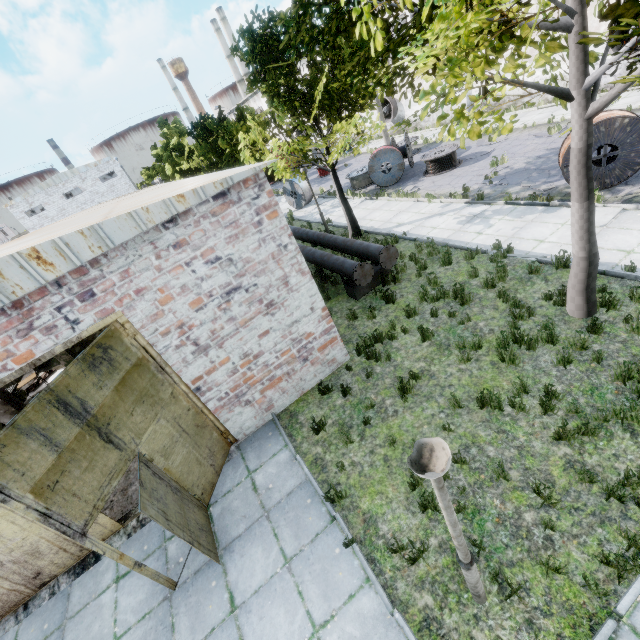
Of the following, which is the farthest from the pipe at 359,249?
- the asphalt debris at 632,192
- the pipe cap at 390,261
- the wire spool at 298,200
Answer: the asphalt debris at 632,192

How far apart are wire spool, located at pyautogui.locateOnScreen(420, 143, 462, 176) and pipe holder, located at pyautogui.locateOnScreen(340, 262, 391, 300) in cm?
941

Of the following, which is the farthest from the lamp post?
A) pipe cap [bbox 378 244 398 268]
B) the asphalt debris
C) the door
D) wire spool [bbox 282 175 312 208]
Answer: wire spool [bbox 282 175 312 208]

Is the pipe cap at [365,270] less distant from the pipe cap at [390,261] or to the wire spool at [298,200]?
the pipe cap at [390,261]

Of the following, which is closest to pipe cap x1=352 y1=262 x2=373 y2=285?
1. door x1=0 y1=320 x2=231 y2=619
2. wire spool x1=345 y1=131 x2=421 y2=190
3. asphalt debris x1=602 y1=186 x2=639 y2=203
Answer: door x1=0 y1=320 x2=231 y2=619

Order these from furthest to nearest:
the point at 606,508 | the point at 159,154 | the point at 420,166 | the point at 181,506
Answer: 1. the point at 159,154
2. the point at 420,166
3. the point at 181,506
4. the point at 606,508

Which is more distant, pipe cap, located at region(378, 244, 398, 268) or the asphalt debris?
pipe cap, located at region(378, 244, 398, 268)

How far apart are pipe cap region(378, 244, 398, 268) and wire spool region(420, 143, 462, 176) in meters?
9.9 m
